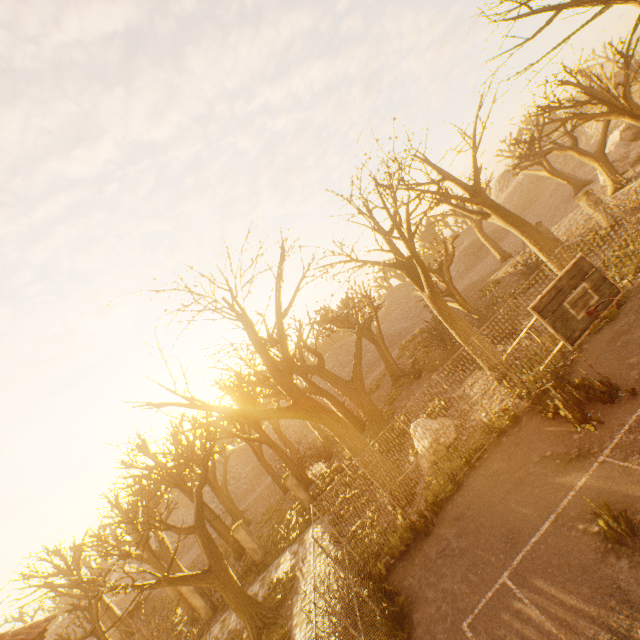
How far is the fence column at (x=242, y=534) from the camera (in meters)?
18.55

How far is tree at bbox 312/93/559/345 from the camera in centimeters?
1199cm

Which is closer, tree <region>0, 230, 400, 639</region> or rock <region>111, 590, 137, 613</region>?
tree <region>0, 230, 400, 639</region>

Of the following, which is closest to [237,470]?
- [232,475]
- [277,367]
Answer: [232,475]

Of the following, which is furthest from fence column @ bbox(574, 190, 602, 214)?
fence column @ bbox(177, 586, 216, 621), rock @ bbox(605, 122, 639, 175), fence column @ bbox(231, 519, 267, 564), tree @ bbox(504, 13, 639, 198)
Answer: fence column @ bbox(177, 586, 216, 621)

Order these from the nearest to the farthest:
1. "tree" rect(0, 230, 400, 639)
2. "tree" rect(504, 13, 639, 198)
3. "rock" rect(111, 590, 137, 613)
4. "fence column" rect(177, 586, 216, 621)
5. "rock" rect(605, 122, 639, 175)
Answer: "tree" rect(0, 230, 400, 639), "tree" rect(504, 13, 639, 198), "fence column" rect(177, 586, 216, 621), "rock" rect(605, 122, 639, 175), "rock" rect(111, 590, 137, 613)

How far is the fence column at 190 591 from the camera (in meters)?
17.97

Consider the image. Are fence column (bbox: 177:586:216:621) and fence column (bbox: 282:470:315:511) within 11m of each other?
yes
